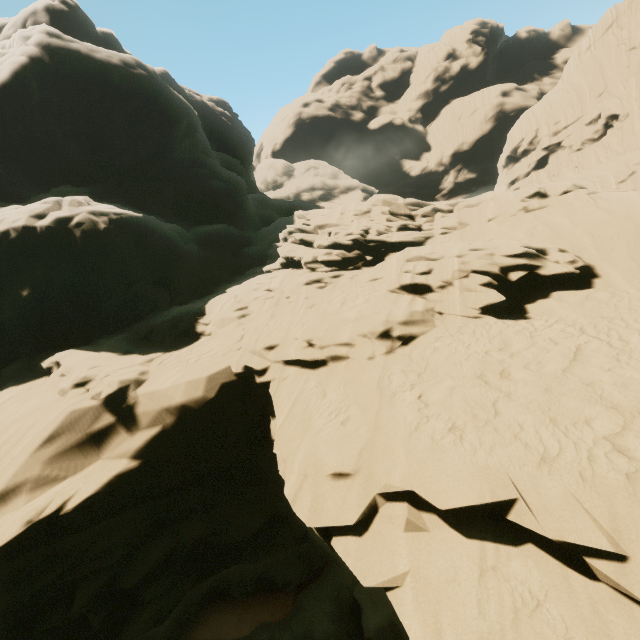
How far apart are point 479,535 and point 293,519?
8.9 meters
